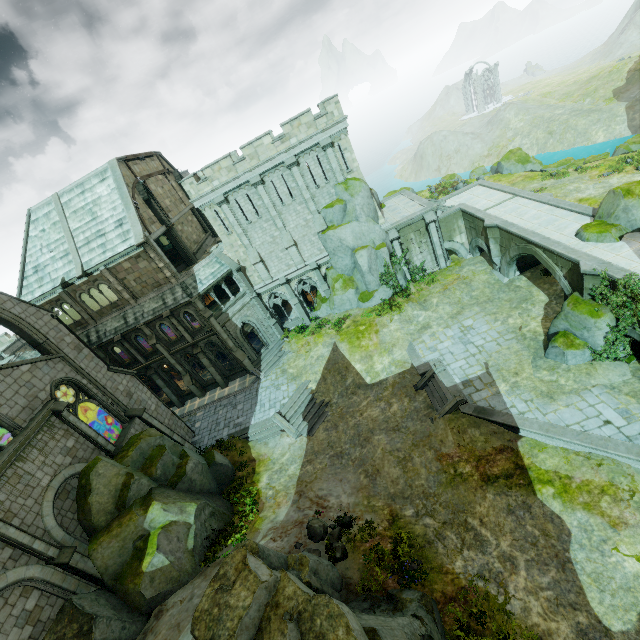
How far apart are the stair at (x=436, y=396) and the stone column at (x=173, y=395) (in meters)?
22.93

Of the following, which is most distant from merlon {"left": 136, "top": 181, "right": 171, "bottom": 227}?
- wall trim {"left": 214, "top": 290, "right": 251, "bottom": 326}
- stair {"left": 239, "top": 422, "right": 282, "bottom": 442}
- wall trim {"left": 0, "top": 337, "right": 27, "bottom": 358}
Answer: wall trim {"left": 0, "top": 337, "right": 27, "bottom": 358}

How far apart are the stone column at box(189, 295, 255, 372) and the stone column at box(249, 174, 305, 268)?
8.24m

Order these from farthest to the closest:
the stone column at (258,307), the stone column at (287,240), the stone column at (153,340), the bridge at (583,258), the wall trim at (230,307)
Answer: the stone column at (258,307)
the wall trim at (230,307)
the stone column at (153,340)
the stone column at (287,240)
the bridge at (583,258)

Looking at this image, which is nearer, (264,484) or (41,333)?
(41,333)

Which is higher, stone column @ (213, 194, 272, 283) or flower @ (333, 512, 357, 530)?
stone column @ (213, 194, 272, 283)

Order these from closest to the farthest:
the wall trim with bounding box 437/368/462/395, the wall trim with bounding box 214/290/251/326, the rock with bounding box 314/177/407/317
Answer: the wall trim with bounding box 437/368/462/395, the rock with bounding box 314/177/407/317, the wall trim with bounding box 214/290/251/326

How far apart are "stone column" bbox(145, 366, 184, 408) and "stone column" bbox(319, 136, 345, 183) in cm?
2319
